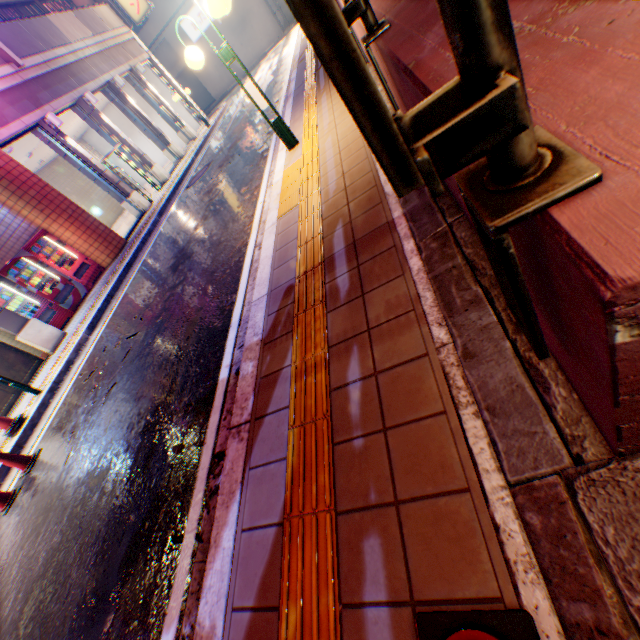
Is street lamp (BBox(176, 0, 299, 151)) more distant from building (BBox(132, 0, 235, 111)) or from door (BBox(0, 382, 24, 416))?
building (BBox(132, 0, 235, 111))

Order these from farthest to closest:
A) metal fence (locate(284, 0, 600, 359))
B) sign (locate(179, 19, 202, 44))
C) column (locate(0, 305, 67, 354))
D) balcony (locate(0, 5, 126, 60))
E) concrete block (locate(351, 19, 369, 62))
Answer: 1. sign (locate(179, 19, 202, 44))
2. balcony (locate(0, 5, 126, 60))
3. column (locate(0, 305, 67, 354))
4. concrete block (locate(351, 19, 369, 62))
5. metal fence (locate(284, 0, 600, 359))

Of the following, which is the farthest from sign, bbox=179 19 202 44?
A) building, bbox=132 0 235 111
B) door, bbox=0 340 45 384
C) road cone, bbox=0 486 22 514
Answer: road cone, bbox=0 486 22 514

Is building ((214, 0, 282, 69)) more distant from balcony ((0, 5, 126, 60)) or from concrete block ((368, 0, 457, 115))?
concrete block ((368, 0, 457, 115))

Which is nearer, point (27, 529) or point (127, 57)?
point (27, 529)

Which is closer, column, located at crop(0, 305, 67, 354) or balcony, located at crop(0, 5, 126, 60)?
column, located at crop(0, 305, 67, 354)

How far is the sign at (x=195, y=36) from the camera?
25.22m

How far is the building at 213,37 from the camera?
25.8 meters
